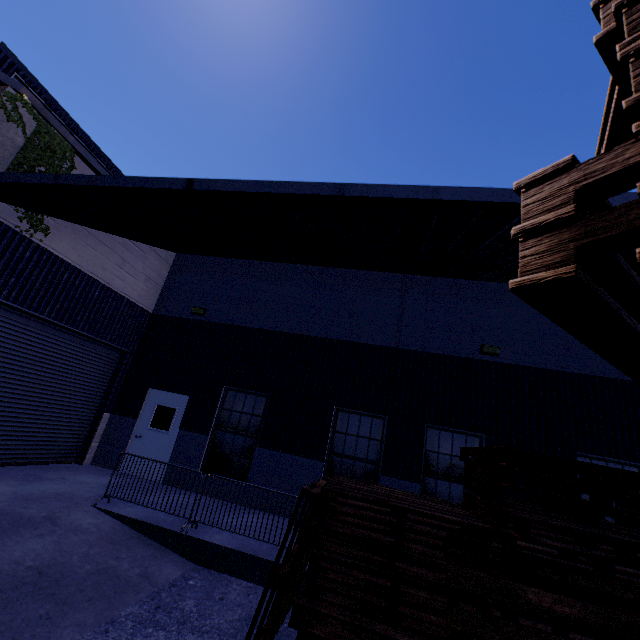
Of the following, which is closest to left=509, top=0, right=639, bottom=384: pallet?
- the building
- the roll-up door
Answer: the building

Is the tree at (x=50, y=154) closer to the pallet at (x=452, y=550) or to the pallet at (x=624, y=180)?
the pallet at (x=624, y=180)

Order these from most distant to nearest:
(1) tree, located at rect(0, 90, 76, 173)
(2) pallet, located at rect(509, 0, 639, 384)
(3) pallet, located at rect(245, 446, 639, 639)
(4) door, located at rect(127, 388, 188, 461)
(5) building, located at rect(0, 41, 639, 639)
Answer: (4) door, located at rect(127, 388, 188, 461) → (1) tree, located at rect(0, 90, 76, 173) → (5) building, located at rect(0, 41, 639, 639) → (3) pallet, located at rect(245, 446, 639, 639) → (2) pallet, located at rect(509, 0, 639, 384)

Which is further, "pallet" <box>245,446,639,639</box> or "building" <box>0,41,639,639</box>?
"building" <box>0,41,639,639</box>

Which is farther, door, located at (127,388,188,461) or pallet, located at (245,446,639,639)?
door, located at (127,388,188,461)

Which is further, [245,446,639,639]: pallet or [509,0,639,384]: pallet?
[245,446,639,639]: pallet

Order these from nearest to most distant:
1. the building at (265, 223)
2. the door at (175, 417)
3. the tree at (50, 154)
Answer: the building at (265, 223), the tree at (50, 154), the door at (175, 417)

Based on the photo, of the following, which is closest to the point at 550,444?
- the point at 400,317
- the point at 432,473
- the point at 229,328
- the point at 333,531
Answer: the point at 432,473
